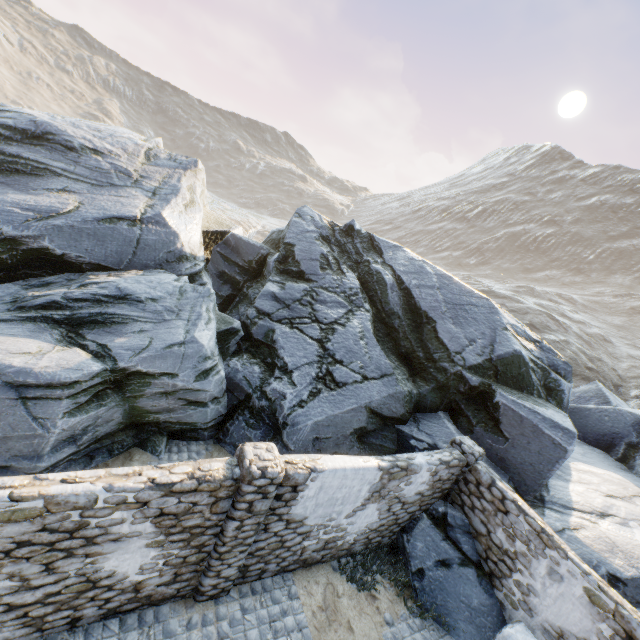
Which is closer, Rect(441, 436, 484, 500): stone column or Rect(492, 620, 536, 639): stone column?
Rect(492, 620, 536, 639): stone column

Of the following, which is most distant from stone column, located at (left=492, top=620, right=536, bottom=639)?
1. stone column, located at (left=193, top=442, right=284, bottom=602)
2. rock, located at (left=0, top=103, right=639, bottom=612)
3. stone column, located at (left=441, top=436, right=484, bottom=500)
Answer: stone column, located at (left=193, top=442, right=284, bottom=602)

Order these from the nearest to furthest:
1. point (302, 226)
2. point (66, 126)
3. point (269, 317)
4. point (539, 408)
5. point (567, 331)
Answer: point (539, 408) < point (269, 317) < point (66, 126) < point (302, 226) < point (567, 331)

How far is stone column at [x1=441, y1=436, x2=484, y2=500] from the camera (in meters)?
8.28

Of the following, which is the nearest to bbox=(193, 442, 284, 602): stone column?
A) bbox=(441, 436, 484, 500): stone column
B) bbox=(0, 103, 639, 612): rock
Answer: bbox=(0, 103, 639, 612): rock

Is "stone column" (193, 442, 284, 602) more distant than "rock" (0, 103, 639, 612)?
No

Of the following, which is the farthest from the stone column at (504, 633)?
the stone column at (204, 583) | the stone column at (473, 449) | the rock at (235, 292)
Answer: the stone column at (204, 583)

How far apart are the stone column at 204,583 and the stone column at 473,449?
5.35m
